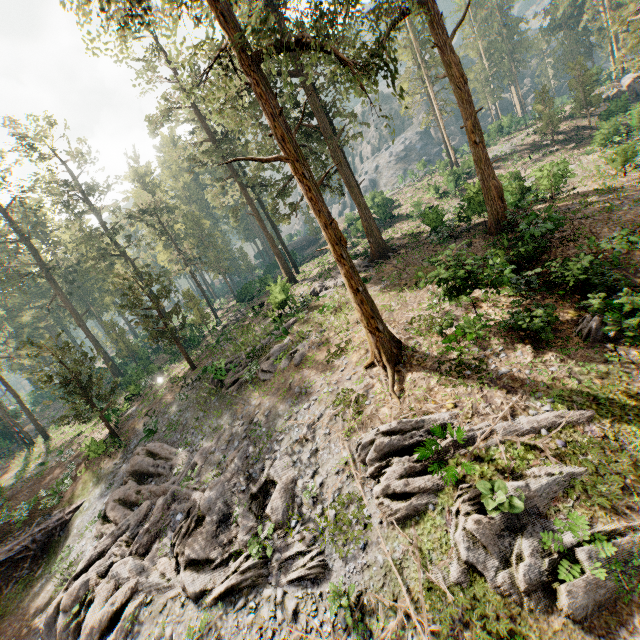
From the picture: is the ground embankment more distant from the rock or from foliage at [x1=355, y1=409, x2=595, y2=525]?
the rock

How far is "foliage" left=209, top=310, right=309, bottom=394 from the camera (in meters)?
20.16

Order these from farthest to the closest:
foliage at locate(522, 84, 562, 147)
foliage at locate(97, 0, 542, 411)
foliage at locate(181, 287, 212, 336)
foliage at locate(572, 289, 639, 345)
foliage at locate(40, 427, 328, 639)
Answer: foliage at locate(522, 84, 562, 147) < foliage at locate(181, 287, 212, 336) < foliage at locate(97, 0, 542, 411) < foliage at locate(40, 427, 328, 639) < foliage at locate(572, 289, 639, 345)

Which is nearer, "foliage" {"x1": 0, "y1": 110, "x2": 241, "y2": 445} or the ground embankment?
the ground embankment

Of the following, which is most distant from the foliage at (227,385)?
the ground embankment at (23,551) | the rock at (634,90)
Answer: the rock at (634,90)

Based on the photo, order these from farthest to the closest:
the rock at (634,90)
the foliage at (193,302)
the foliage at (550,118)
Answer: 1. the foliage at (550,118)
2. the rock at (634,90)
3. the foliage at (193,302)

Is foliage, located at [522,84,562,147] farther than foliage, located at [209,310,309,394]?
Yes

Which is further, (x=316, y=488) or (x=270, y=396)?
(x=270, y=396)
